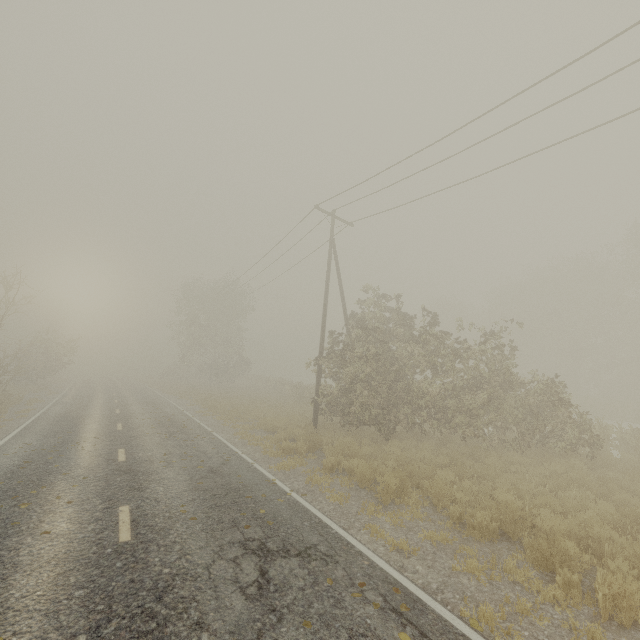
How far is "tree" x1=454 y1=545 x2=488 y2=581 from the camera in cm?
532

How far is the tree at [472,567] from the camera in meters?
5.3

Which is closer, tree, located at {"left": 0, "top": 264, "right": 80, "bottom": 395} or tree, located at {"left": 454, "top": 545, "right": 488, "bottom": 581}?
tree, located at {"left": 454, "top": 545, "right": 488, "bottom": 581}

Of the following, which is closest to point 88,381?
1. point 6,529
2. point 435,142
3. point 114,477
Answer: point 114,477

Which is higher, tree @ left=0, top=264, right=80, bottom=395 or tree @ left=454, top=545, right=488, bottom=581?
tree @ left=0, top=264, right=80, bottom=395

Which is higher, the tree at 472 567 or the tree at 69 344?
the tree at 69 344
